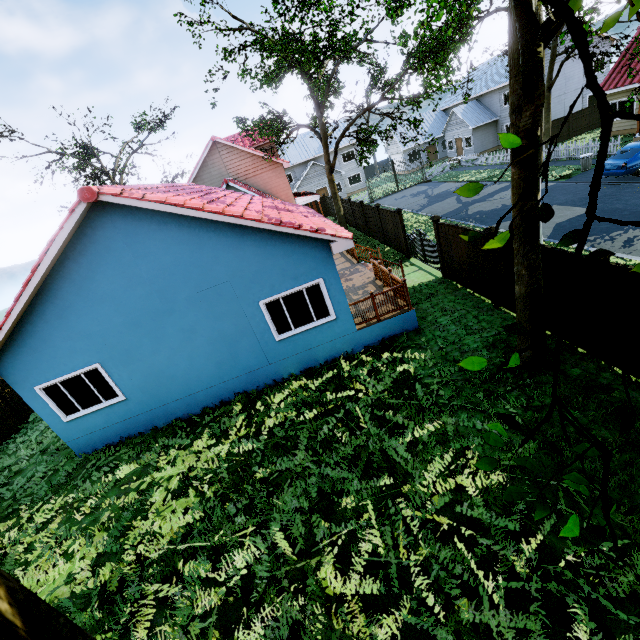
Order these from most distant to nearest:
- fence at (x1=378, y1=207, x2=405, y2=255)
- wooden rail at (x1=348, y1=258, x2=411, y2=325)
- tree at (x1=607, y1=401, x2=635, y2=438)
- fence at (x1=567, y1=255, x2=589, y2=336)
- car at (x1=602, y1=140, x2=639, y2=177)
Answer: fence at (x1=378, y1=207, x2=405, y2=255) < car at (x1=602, y1=140, x2=639, y2=177) < wooden rail at (x1=348, y1=258, x2=411, y2=325) < fence at (x1=567, y1=255, x2=589, y2=336) < tree at (x1=607, y1=401, x2=635, y2=438)

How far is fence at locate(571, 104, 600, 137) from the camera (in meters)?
29.11

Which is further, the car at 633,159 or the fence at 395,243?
the fence at 395,243

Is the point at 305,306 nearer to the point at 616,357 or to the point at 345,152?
the point at 616,357

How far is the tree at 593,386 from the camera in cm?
142

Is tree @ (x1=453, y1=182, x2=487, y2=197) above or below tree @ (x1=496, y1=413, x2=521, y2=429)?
above
